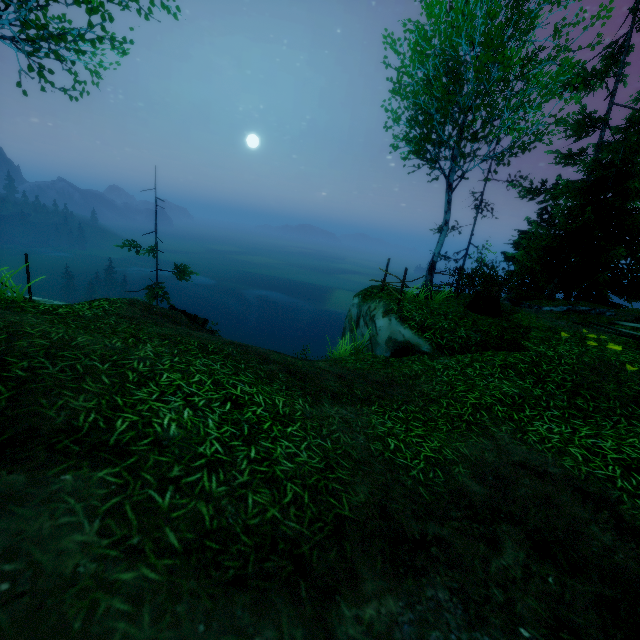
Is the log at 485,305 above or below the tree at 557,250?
below

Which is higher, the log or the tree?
the tree

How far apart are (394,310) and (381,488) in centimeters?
650cm

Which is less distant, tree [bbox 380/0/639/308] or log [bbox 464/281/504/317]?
tree [bbox 380/0/639/308]

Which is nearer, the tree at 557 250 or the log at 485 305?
the tree at 557 250

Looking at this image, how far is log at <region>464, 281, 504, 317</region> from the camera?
10.1 meters
